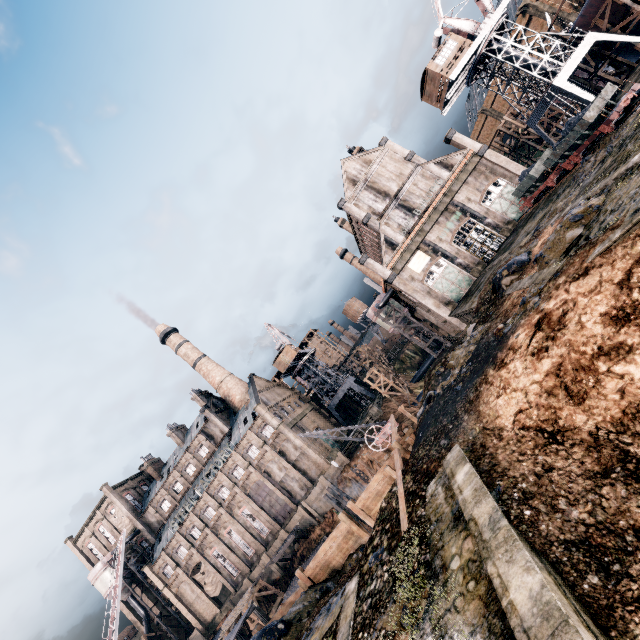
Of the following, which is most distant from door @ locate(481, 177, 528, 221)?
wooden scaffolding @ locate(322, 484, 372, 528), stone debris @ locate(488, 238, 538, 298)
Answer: wooden scaffolding @ locate(322, 484, 372, 528)

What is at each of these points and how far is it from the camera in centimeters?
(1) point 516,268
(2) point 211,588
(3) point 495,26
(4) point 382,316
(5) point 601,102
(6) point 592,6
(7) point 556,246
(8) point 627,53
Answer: (1) stone debris, 2011cm
(2) cloth, 5469cm
(3) crane, 3269cm
(4) silo, 5341cm
(5) rail car, 2238cm
(6) ship construction, 3300cm
(7) stone debris, 1591cm
(8) ship construction, 3716cm

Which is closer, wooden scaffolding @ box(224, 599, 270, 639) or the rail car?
wooden scaffolding @ box(224, 599, 270, 639)

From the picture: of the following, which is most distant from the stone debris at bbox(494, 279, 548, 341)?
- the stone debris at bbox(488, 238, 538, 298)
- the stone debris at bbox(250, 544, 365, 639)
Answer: the stone debris at bbox(250, 544, 365, 639)

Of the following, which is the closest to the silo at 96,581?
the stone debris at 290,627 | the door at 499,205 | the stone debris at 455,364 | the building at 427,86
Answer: the stone debris at 290,627

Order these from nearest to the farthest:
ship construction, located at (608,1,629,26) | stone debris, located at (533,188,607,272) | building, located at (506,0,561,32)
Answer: stone debris, located at (533,188,607,272) → ship construction, located at (608,1,629,26) → building, located at (506,0,561,32)

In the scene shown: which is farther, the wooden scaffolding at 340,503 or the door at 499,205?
the door at 499,205

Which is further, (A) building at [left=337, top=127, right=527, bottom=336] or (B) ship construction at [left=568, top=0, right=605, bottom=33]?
(A) building at [left=337, top=127, right=527, bottom=336]
